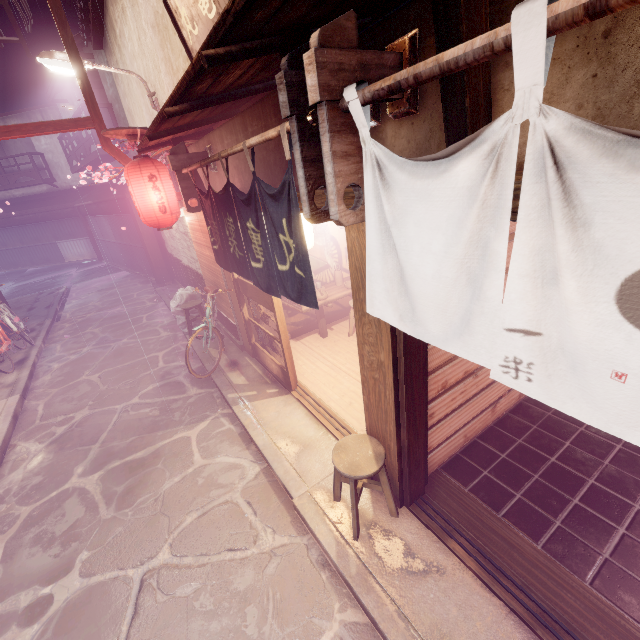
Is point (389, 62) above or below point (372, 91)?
above

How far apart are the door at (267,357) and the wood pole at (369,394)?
3.54m

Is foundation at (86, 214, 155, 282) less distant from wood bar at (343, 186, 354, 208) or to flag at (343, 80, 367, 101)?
A: wood bar at (343, 186, 354, 208)

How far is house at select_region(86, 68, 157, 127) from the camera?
13.57m

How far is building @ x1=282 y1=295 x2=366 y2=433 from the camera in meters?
8.6 m

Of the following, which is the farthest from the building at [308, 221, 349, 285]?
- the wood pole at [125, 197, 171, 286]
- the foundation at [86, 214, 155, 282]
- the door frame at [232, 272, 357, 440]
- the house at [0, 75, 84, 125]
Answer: the foundation at [86, 214, 155, 282]

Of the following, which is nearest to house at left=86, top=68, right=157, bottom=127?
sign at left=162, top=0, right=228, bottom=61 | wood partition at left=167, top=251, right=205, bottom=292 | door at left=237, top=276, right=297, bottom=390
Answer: sign at left=162, top=0, right=228, bottom=61

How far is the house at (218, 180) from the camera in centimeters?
900cm
